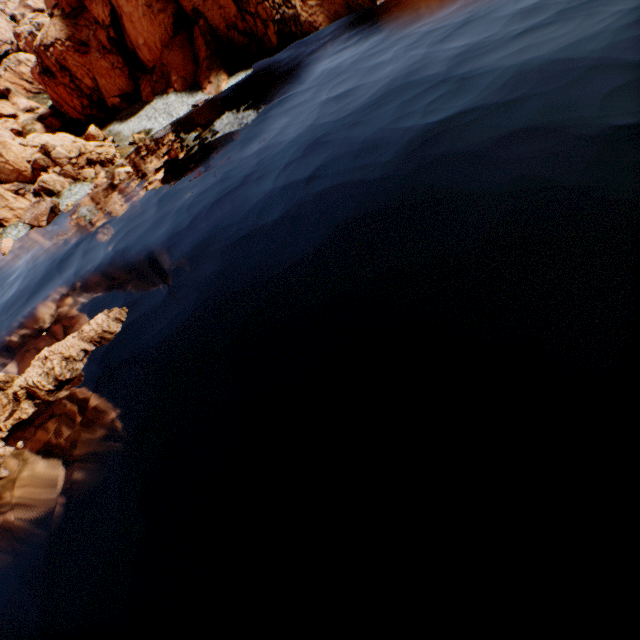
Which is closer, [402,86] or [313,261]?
[313,261]

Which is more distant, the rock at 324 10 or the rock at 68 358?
the rock at 324 10

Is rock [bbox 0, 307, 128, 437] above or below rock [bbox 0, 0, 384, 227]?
below

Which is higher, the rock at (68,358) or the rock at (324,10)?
the rock at (324,10)

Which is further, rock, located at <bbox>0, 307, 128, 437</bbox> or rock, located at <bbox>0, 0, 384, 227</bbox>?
rock, located at <bbox>0, 0, 384, 227</bbox>
